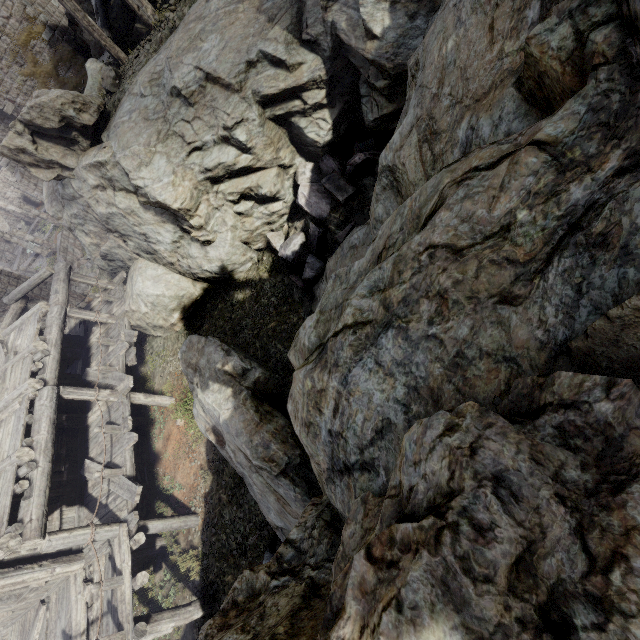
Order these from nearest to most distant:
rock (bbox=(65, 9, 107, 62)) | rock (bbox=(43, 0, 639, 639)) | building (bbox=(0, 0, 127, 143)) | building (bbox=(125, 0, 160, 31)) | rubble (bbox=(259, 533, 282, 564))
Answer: rock (bbox=(43, 0, 639, 639)) → rubble (bbox=(259, 533, 282, 564)) → building (bbox=(125, 0, 160, 31)) → building (bbox=(0, 0, 127, 143)) → rock (bbox=(65, 9, 107, 62))

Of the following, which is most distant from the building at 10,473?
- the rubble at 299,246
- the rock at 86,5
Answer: the rubble at 299,246

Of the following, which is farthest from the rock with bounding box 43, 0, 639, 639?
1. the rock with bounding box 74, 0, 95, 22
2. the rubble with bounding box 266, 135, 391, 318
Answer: the rock with bounding box 74, 0, 95, 22

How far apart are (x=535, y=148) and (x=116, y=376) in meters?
14.2

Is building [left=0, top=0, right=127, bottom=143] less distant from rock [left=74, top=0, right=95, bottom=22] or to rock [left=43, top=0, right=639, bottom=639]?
rock [left=43, top=0, right=639, bottom=639]

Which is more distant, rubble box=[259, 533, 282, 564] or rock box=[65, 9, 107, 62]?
rock box=[65, 9, 107, 62]

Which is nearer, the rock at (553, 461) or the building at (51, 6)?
the rock at (553, 461)

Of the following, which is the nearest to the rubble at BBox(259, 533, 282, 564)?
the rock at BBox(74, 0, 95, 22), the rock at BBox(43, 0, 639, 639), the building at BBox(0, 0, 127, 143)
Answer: the rock at BBox(43, 0, 639, 639)
